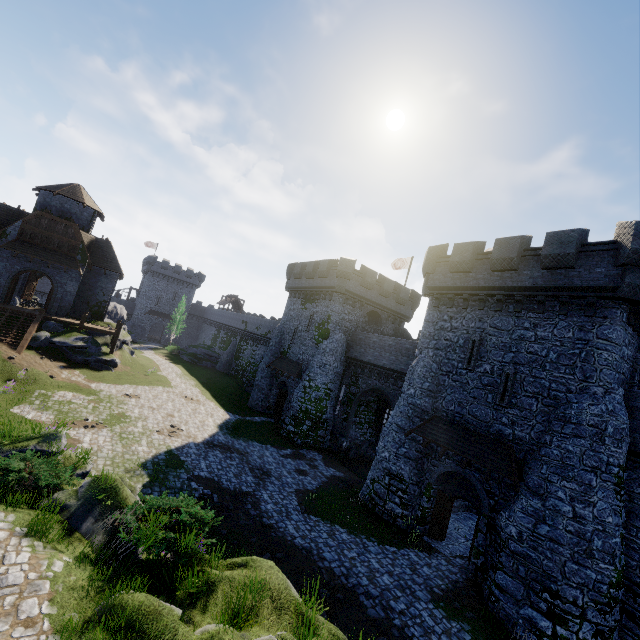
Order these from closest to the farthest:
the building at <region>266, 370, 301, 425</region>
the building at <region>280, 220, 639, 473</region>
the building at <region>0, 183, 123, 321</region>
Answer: the building at <region>280, 220, 639, 473</region>, the building at <region>0, 183, 123, 321</region>, the building at <region>266, 370, 301, 425</region>

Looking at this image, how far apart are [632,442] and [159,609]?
18.0m

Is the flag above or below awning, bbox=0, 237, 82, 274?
above

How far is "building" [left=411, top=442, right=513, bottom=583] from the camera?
15.0m

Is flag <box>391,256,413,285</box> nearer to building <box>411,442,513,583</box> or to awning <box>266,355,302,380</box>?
building <box>411,442,513,583</box>

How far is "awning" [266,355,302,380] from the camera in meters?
30.6 m

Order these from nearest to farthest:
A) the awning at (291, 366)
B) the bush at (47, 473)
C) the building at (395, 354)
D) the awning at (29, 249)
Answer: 1. the bush at (47, 473)
2. the building at (395, 354)
3. the awning at (29, 249)
4. the awning at (291, 366)

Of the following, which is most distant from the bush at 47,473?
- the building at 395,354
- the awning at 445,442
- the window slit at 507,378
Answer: the window slit at 507,378
